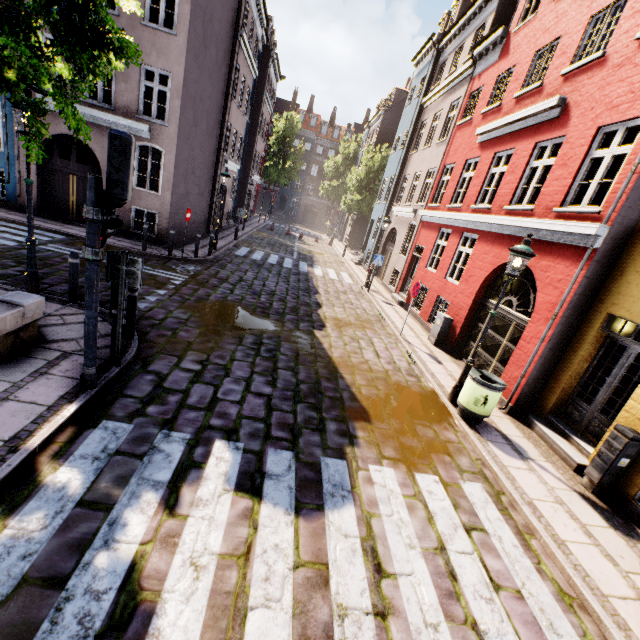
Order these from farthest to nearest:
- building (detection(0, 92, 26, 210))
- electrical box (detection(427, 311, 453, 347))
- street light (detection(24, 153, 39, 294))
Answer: building (detection(0, 92, 26, 210))
electrical box (detection(427, 311, 453, 347))
street light (detection(24, 153, 39, 294))

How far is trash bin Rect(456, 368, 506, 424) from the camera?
6.4 meters

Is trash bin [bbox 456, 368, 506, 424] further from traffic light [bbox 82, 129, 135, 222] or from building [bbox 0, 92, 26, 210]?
building [bbox 0, 92, 26, 210]

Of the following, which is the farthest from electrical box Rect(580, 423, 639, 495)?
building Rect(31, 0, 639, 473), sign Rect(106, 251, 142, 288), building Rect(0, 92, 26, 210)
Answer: building Rect(0, 92, 26, 210)

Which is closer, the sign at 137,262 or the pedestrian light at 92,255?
the pedestrian light at 92,255

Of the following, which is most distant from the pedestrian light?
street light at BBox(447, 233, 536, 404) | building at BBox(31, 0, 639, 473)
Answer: building at BBox(31, 0, 639, 473)

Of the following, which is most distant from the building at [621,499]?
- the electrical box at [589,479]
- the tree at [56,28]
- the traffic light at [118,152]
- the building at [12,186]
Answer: the building at [12,186]

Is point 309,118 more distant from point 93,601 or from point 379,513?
point 93,601
